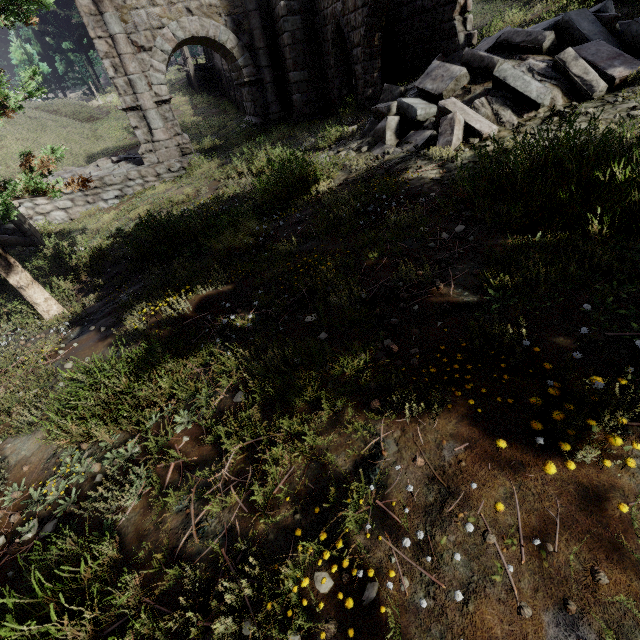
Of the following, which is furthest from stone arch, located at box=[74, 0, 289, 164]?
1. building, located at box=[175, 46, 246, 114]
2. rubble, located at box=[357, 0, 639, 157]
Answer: rubble, located at box=[357, 0, 639, 157]

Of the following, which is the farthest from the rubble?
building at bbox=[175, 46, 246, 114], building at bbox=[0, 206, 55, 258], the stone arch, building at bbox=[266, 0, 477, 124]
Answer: building at bbox=[175, 46, 246, 114]

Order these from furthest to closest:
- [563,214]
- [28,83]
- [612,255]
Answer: [28,83] → [563,214] → [612,255]

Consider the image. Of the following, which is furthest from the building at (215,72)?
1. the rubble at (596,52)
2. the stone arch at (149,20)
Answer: the rubble at (596,52)

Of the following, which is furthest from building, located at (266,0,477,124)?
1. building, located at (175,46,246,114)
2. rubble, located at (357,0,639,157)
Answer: building, located at (175,46,246,114)

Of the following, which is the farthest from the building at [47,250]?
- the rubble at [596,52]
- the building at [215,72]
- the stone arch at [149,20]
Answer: the building at [215,72]

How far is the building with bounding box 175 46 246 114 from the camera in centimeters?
2337cm

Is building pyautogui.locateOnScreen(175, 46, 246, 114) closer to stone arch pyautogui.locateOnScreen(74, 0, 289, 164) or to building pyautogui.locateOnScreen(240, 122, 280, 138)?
building pyautogui.locateOnScreen(240, 122, 280, 138)
